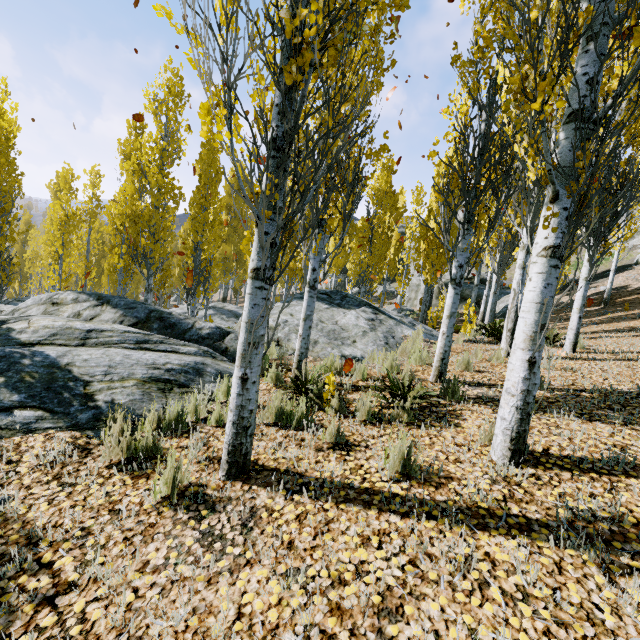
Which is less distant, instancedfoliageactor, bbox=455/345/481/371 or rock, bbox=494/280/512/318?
instancedfoliageactor, bbox=455/345/481/371

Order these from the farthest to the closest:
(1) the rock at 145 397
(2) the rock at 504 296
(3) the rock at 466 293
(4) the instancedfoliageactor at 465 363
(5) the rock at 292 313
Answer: (3) the rock at 466 293 → (2) the rock at 504 296 → (5) the rock at 292 313 → (4) the instancedfoliageactor at 465 363 → (1) the rock at 145 397

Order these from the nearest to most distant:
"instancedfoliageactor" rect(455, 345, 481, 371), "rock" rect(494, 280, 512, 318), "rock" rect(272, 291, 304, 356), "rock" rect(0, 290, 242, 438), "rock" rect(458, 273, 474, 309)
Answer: "rock" rect(0, 290, 242, 438) → "instancedfoliageactor" rect(455, 345, 481, 371) → "rock" rect(272, 291, 304, 356) → "rock" rect(494, 280, 512, 318) → "rock" rect(458, 273, 474, 309)

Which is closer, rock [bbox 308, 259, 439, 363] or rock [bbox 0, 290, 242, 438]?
rock [bbox 0, 290, 242, 438]

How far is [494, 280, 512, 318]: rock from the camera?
19.69m

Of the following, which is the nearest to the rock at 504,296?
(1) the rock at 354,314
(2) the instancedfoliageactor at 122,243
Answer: (2) the instancedfoliageactor at 122,243

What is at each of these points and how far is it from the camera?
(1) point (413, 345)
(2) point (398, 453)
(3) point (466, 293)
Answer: (1) instancedfoliageactor, 7.4m
(2) instancedfoliageactor, 3.0m
(3) rock, 25.0m

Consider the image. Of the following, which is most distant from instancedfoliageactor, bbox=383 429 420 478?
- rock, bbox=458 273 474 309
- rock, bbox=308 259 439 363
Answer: rock, bbox=458 273 474 309
